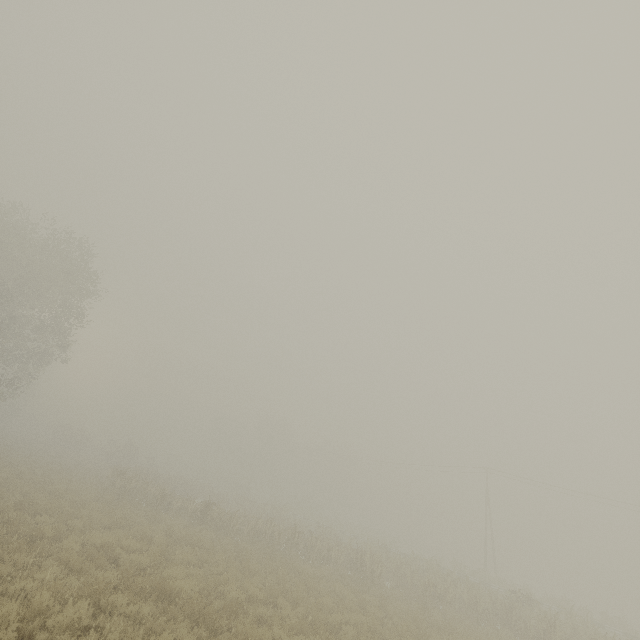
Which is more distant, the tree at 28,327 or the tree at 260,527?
the tree at 28,327

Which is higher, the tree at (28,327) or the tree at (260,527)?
the tree at (28,327)

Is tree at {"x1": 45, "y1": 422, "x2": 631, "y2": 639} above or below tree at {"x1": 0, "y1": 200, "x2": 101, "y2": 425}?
below

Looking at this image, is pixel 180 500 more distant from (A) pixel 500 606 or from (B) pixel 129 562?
(A) pixel 500 606

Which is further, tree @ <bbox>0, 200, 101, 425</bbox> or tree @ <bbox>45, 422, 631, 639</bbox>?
tree @ <bbox>0, 200, 101, 425</bbox>
